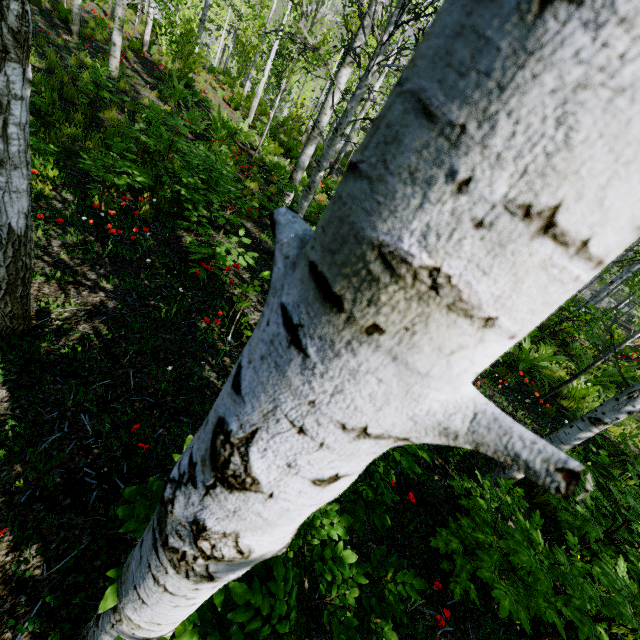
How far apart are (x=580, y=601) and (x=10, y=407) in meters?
4.6
